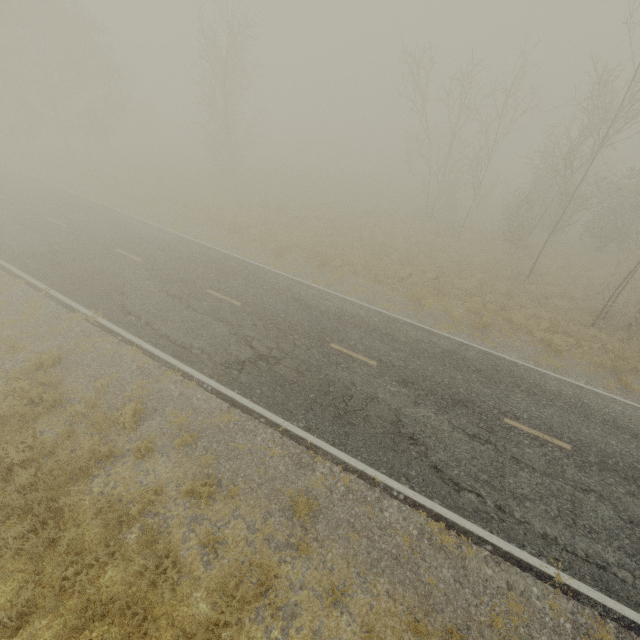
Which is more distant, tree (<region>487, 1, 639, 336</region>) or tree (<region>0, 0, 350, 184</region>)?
tree (<region>0, 0, 350, 184</region>)

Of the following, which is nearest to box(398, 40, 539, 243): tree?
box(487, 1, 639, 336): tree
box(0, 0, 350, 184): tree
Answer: box(487, 1, 639, 336): tree

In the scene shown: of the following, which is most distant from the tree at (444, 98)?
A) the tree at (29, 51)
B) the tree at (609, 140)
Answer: the tree at (29, 51)

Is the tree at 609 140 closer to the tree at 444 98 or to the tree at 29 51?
the tree at 444 98

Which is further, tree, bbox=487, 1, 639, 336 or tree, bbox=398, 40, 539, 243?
tree, bbox=398, 40, 539, 243

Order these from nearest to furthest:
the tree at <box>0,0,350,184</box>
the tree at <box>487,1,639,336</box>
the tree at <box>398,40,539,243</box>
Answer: the tree at <box>487,1,639,336</box> < the tree at <box>398,40,539,243</box> < the tree at <box>0,0,350,184</box>

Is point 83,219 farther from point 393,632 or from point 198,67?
point 393,632
